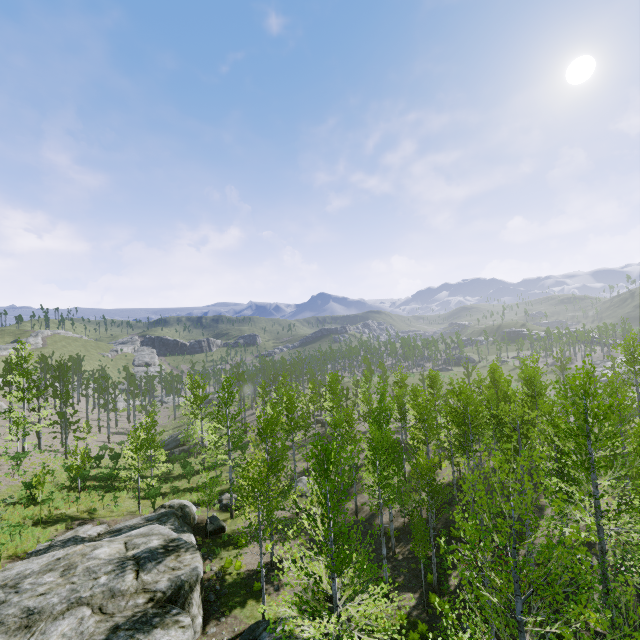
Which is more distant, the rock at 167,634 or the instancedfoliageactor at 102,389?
the instancedfoliageactor at 102,389

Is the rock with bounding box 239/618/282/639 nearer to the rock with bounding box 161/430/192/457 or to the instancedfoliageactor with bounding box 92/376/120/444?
the rock with bounding box 161/430/192/457

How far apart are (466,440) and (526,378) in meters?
8.7

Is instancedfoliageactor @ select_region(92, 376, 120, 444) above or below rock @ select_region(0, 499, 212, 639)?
above

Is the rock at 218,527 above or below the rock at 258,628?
below

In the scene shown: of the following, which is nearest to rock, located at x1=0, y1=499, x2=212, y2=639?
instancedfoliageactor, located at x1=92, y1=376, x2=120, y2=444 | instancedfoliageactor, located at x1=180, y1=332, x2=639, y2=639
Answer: instancedfoliageactor, located at x1=180, y1=332, x2=639, y2=639

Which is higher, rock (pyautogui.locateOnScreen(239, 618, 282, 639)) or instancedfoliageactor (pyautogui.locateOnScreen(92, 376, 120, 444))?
instancedfoliageactor (pyautogui.locateOnScreen(92, 376, 120, 444))

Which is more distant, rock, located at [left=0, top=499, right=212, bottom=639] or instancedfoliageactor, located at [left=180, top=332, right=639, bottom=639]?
rock, located at [left=0, top=499, right=212, bottom=639]
